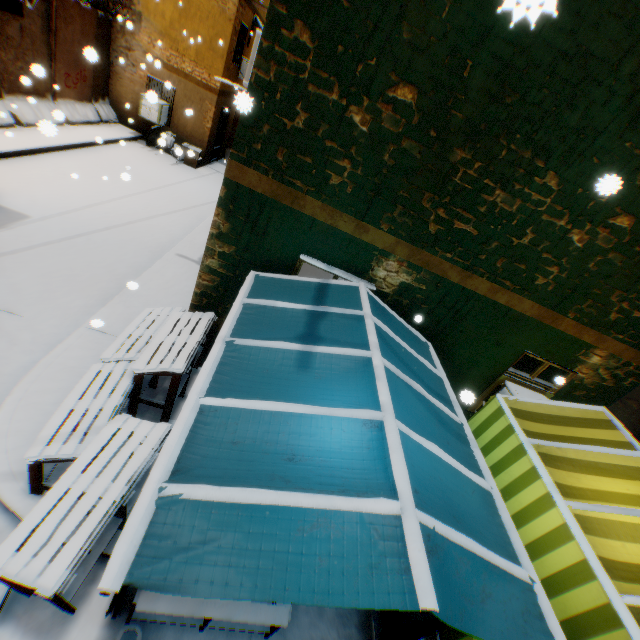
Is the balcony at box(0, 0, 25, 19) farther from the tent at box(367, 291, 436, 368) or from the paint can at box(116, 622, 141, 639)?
the paint can at box(116, 622, 141, 639)

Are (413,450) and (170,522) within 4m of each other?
yes

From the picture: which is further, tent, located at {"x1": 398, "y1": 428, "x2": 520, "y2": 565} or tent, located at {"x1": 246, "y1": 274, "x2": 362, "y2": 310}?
tent, located at {"x1": 246, "y1": 274, "x2": 362, "y2": 310}

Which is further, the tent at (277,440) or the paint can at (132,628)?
the paint can at (132,628)

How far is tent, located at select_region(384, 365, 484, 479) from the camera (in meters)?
2.64

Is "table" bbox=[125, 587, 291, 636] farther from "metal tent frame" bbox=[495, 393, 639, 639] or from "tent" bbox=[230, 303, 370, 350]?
"metal tent frame" bbox=[495, 393, 639, 639]

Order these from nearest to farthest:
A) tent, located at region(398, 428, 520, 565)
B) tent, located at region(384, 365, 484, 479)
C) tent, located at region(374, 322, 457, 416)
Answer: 1. tent, located at region(398, 428, 520, 565)
2. tent, located at region(384, 365, 484, 479)
3. tent, located at region(374, 322, 457, 416)

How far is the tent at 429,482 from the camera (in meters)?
2.06
